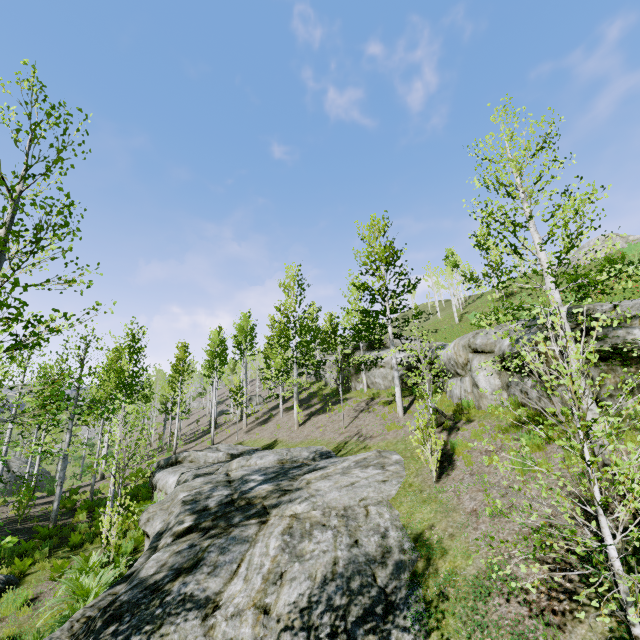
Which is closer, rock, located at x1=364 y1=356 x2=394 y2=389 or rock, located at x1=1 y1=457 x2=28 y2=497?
rock, located at x1=364 y1=356 x2=394 y2=389

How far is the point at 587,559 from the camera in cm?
504

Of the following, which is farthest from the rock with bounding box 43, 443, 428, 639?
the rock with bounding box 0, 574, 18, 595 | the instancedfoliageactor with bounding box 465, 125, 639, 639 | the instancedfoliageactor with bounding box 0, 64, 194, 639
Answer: the instancedfoliageactor with bounding box 465, 125, 639, 639

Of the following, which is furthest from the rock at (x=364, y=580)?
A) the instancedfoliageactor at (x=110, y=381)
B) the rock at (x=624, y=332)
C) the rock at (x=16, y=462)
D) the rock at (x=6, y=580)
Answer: the rock at (x=16, y=462)

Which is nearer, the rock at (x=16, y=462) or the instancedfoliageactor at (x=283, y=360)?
the instancedfoliageactor at (x=283, y=360)

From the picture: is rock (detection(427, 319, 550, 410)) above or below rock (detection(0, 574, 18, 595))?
above

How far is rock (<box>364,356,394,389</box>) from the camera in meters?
21.3

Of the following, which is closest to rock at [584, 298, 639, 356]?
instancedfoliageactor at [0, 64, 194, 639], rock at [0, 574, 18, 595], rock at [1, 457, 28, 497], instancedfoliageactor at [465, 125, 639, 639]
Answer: instancedfoliageactor at [465, 125, 639, 639]
